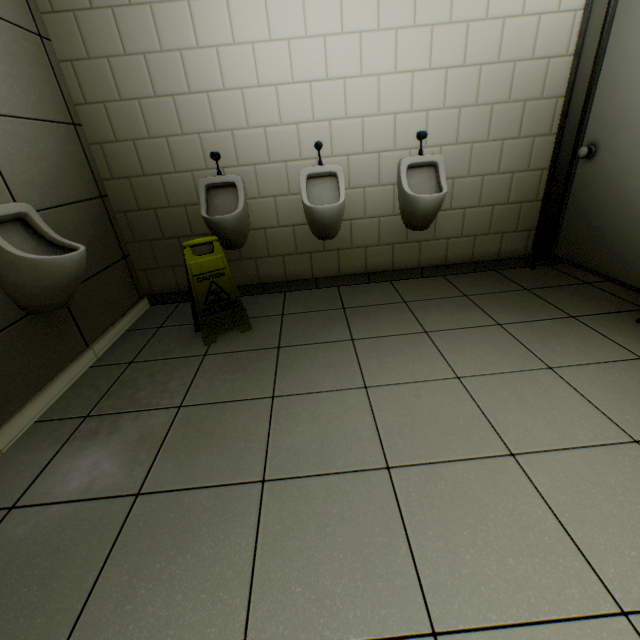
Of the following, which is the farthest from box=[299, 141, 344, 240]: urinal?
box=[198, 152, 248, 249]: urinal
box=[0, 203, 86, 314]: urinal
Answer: box=[0, 203, 86, 314]: urinal

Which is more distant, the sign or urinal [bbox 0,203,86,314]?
the sign

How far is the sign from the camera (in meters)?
2.14

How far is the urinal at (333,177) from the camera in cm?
243

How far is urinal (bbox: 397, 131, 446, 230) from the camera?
2.44m

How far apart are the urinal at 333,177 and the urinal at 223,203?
0.5 meters

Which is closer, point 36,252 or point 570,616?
point 570,616

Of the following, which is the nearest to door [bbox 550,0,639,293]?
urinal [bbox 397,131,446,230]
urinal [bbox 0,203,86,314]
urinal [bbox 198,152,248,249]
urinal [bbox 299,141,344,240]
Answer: urinal [bbox 397,131,446,230]
